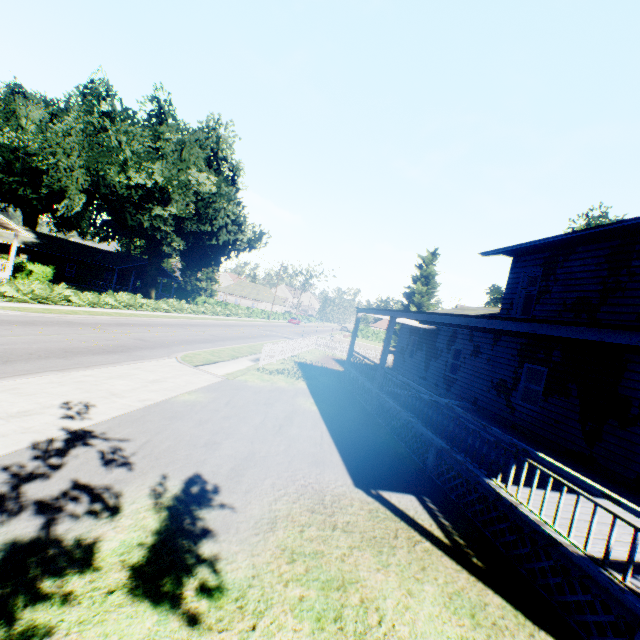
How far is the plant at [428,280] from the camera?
44.7m

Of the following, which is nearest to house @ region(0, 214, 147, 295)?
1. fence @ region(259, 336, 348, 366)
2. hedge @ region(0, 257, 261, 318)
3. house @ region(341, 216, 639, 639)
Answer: hedge @ region(0, 257, 261, 318)

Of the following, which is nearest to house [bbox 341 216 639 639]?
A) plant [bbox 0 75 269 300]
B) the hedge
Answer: plant [bbox 0 75 269 300]

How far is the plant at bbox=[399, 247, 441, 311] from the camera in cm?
4469

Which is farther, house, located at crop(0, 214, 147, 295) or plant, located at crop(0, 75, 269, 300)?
plant, located at crop(0, 75, 269, 300)

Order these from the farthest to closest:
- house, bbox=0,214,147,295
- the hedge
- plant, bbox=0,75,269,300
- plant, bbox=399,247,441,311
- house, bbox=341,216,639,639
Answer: plant, bbox=399,247,441,311 < plant, bbox=0,75,269,300 < house, bbox=0,214,147,295 < the hedge < house, bbox=341,216,639,639

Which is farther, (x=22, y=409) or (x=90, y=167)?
(x=90, y=167)

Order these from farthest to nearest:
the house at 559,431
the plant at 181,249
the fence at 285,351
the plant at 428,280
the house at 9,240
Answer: the plant at 428,280 → the plant at 181,249 → the house at 9,240 → the fence at 285,351 → the house at 559,431
